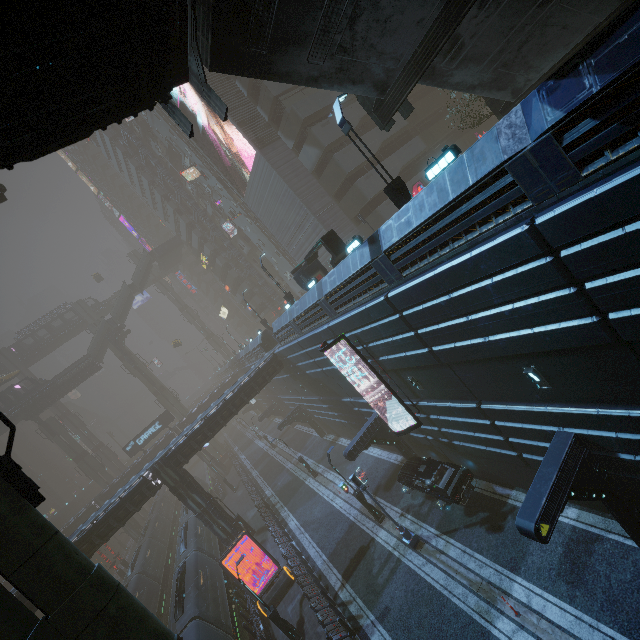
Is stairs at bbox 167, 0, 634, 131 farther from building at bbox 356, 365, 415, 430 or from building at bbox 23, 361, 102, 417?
building at bbox 23, 361, 102, 417

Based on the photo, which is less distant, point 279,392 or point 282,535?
point 282,535

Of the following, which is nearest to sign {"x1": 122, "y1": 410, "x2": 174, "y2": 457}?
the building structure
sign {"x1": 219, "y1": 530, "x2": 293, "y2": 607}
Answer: the building structure

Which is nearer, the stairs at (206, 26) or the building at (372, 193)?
Answer: the building at (372, 193)

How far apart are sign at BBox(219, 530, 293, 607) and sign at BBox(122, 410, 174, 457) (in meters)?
33.24

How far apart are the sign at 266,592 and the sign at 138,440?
33.24m

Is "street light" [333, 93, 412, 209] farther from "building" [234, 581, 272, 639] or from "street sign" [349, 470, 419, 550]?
Answer: "street sign" [349, 470, 419, 550]

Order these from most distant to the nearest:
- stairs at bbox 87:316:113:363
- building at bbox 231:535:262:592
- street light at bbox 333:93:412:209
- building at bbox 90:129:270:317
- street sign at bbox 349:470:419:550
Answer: stairs at bbox 87:316:113:363 < building at bbox 90:129:270:317 < building at bbox 231:535:262:592 < street sign at bbox 349:470:419:550 < street light at bbox 333:93:412:209
